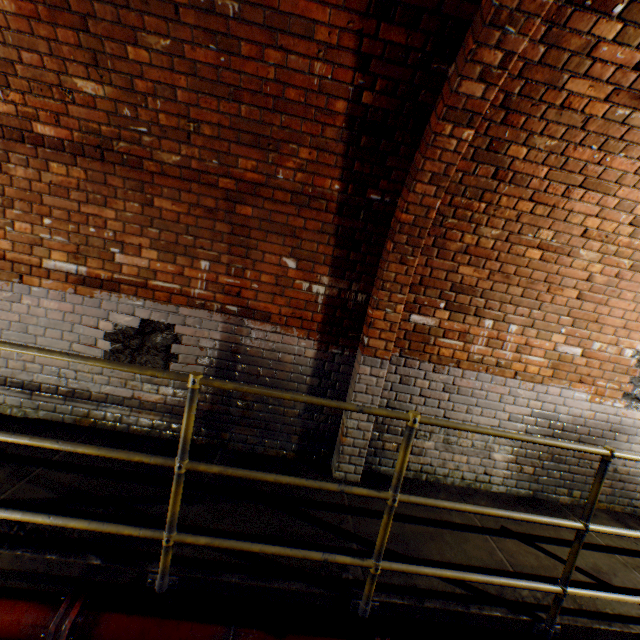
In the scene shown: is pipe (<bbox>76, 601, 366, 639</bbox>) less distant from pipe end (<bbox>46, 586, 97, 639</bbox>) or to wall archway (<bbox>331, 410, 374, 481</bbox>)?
A: pipe end (<bbox>46, 586, 97, 639</bbox>)

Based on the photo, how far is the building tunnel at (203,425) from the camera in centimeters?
323cm

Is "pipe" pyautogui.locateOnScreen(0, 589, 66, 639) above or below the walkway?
below

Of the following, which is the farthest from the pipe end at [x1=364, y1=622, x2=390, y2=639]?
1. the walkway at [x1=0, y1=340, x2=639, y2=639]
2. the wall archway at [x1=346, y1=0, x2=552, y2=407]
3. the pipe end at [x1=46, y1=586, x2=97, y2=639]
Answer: the pipe end at [x1=46, y1=586, x2=97, y2=639]

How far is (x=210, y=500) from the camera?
2.6m

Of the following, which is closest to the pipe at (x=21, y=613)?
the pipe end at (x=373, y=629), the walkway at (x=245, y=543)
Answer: the walkway at (x=245, y=543)

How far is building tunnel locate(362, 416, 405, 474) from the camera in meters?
3.4 m
